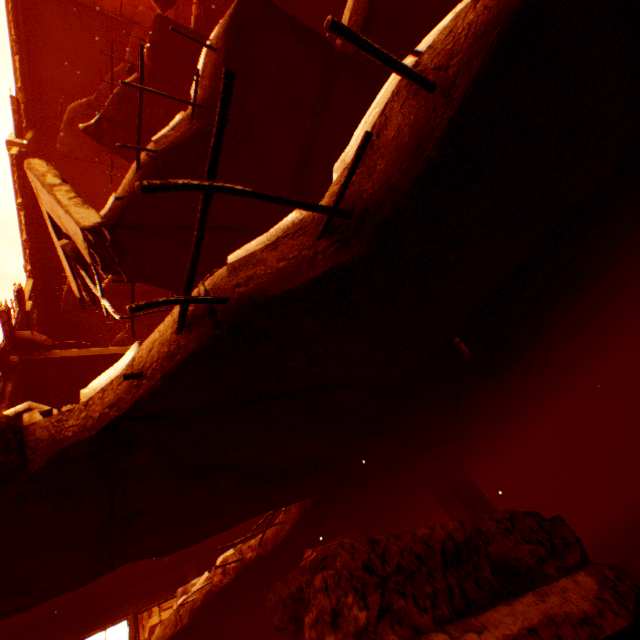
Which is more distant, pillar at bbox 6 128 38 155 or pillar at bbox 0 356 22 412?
pillar at bbox 6 128 38 155

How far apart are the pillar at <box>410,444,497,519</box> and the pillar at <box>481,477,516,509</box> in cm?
→ 846

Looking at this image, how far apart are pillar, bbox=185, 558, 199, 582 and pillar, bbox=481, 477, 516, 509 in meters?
10.5 m

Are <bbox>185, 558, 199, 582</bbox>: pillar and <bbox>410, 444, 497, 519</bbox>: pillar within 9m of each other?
no

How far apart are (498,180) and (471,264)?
0.6m

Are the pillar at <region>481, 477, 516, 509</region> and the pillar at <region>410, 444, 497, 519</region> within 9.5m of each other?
yes

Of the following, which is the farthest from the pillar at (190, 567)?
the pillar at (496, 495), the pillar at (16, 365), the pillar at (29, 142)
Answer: the pillar at (29, 142)

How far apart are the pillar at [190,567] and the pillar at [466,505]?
9.6m
